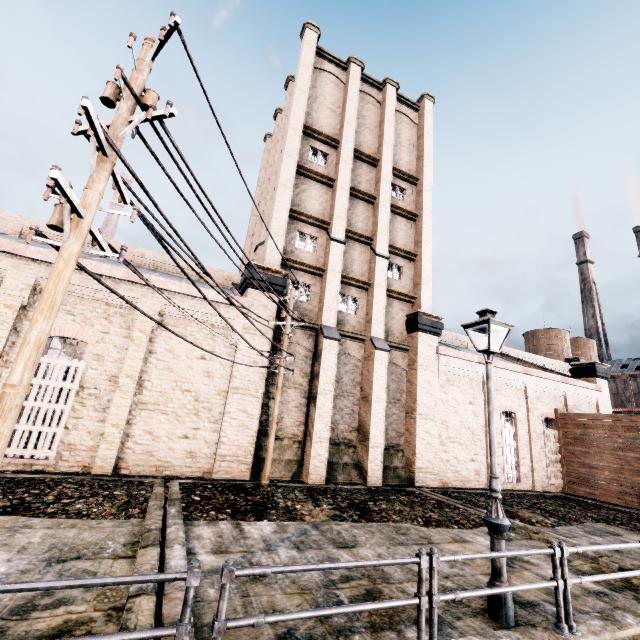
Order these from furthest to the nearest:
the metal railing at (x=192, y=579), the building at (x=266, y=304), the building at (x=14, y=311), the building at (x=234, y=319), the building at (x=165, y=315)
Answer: the building at (x=266, y=304)
the building at (x=234, y=319)
the building at (x=165, y=315)
the building at (x=14, y=311)
the metal railing at (x=192, y=579)

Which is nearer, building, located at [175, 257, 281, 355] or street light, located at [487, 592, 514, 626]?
street light, located at [487, 592, 514, 626]

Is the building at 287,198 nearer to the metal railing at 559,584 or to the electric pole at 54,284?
the electric pole at 54,284

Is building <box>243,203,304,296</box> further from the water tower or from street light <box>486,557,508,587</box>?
street light <box>486,557,508,587</box>

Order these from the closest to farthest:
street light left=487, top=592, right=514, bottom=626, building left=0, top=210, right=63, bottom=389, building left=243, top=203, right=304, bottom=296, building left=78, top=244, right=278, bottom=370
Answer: street light left=487, top=592, right=514, bottom=626 → building left=0, top=210, right=63, bottom=389 → building left=78, top=244, right=278, bottom=370 → building left=243, top=203, right=304, bottom=296

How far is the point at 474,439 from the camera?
20.3 meters

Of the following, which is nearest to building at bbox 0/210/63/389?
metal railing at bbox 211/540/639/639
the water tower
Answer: the water tower

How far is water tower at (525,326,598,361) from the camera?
55.3 meters
